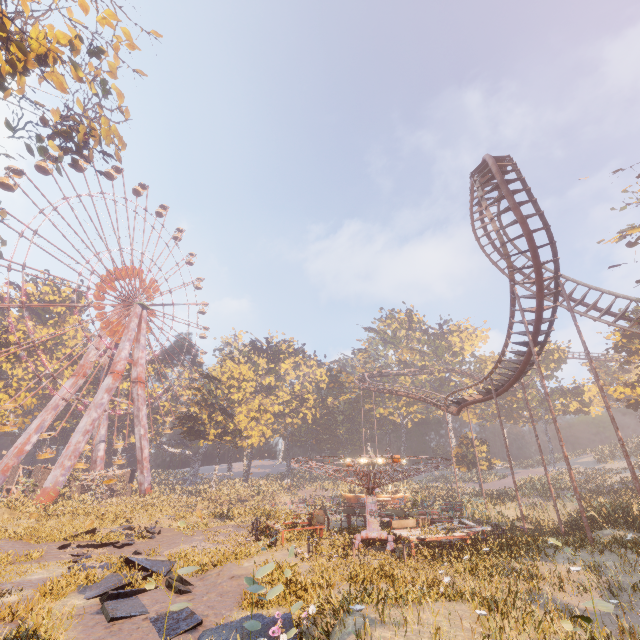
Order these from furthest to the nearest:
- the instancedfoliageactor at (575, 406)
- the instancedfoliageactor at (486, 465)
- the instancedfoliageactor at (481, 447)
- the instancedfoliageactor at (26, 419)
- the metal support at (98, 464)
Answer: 1. the instancedfoliageactor at (575, 406)
2. the metal support at (98, 464)
3. the instancedfoliageactor at (481, 447)
4. the instancedfoliageactor at (486, 465)
5. the instancedfoliageactor at (26, 419)

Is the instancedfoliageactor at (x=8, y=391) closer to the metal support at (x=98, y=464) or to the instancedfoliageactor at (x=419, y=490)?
the metal support at (x=98, y=464)

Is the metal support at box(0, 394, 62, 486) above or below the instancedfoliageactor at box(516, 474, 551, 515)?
above

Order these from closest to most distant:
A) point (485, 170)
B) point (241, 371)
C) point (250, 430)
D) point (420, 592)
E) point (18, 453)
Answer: point (420, 592) → point (485, 170) → point (18, 453) → point (250, 430) → point (241, 371)

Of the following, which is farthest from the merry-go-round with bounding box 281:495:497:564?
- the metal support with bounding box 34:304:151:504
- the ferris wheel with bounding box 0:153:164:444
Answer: the ferris wheel with bounding box 0:153:164:444

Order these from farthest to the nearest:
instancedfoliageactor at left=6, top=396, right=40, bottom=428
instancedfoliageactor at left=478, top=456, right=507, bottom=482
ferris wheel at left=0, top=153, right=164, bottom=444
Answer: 1. instancedfoliageactor at left=478, top=456, right=507, bottom=482
2. instancedfoliageactor at left=6, top=396, right=40, bottom=428
3. ferris wheel at left=0, top=153, right=164, bottom=444

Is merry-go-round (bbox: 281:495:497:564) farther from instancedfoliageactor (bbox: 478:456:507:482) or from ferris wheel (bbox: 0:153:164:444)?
ferris wheel (bbox: 0:153:164:444)

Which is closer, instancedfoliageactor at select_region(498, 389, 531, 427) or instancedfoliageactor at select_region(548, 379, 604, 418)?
instancedfoliageactor at select_region(548, 379, 604, 418)
